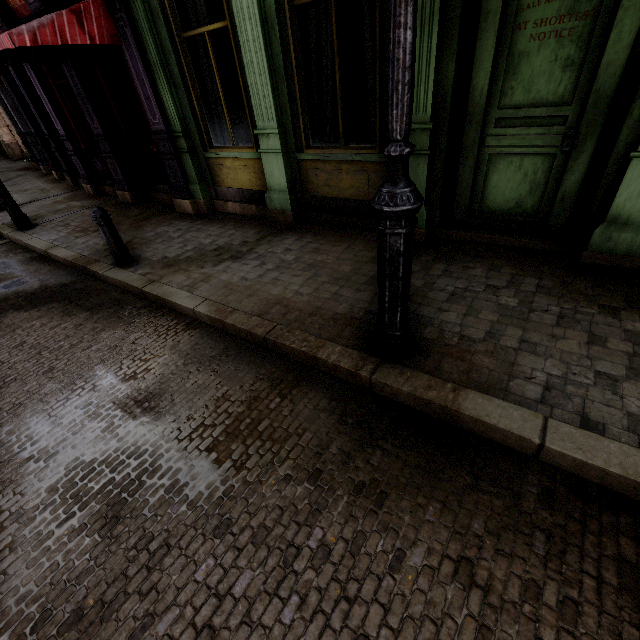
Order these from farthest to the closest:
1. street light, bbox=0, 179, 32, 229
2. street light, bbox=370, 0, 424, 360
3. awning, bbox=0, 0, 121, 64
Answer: street light, bbox=0, 179, 32, 229 < awning, bbox=0, 0, 121, 64 < street light, bbox=370, 0, 424, 360

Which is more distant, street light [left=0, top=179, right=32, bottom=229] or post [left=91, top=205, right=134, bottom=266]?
street light [left=0, top=179, right=32, bottom=229]

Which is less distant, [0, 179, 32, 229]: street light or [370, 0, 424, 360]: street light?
[370, 0, 424, 360]: street light

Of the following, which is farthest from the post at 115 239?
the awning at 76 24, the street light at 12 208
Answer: the street light at 12 208

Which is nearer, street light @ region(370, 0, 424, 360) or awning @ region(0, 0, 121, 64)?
street light @ region(370, 0, 424, 360)

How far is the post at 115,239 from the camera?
5.0 meters

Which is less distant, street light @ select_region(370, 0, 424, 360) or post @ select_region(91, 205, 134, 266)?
street light @ select_region(370, 0, 424, 360)

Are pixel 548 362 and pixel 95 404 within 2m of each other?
no
